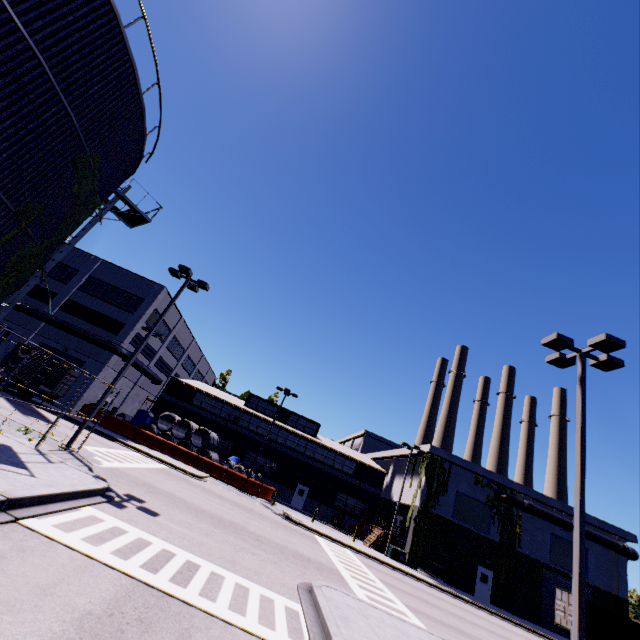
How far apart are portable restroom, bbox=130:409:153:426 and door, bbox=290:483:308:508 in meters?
19.1

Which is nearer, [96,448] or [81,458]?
[81,458]

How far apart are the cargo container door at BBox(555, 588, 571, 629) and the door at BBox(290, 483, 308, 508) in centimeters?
2470cm

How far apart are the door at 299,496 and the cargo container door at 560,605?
24.70m

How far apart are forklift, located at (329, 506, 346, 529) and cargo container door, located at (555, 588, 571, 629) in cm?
1818

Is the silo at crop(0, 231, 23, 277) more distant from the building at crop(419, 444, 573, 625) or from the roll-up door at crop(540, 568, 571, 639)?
the roll-up door at crop(540, 568, 571, 639)

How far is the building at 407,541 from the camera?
29.38m

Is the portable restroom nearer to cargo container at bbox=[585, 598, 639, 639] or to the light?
the light
